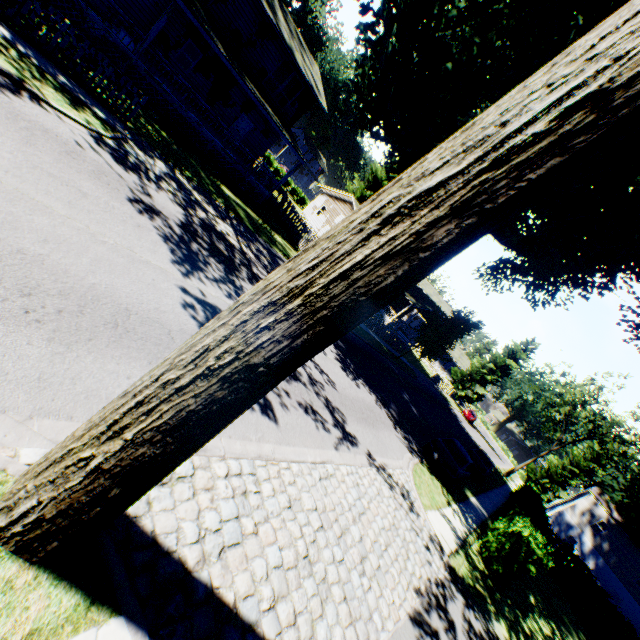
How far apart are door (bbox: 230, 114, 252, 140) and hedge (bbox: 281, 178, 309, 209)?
26.39m

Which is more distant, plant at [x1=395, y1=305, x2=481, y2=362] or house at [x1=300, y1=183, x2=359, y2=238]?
house at [x1=300, y1=183, x2=359, y2=238]

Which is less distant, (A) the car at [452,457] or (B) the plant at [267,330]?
(B) the plant at [267,330]

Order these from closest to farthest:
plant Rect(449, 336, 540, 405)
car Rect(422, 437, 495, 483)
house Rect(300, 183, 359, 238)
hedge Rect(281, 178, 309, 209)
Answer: car Rect(422, 437, 495, 483) < house Rect(300, 183, 359, 238) < hedge Rect(281, 178, 309, 209) < plant Rect(449, 336, 540, 405)

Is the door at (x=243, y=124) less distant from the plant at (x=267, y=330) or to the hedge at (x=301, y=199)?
the plant at (x=267, y=330)

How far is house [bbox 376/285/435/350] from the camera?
40.3m

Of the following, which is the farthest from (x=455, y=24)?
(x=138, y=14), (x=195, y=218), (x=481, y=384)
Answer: (x=481, y=384)

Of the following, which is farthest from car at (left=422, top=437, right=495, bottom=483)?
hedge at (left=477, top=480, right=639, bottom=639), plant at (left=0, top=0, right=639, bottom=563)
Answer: plant at (left=0, top=0, right=639, bottom=563)
